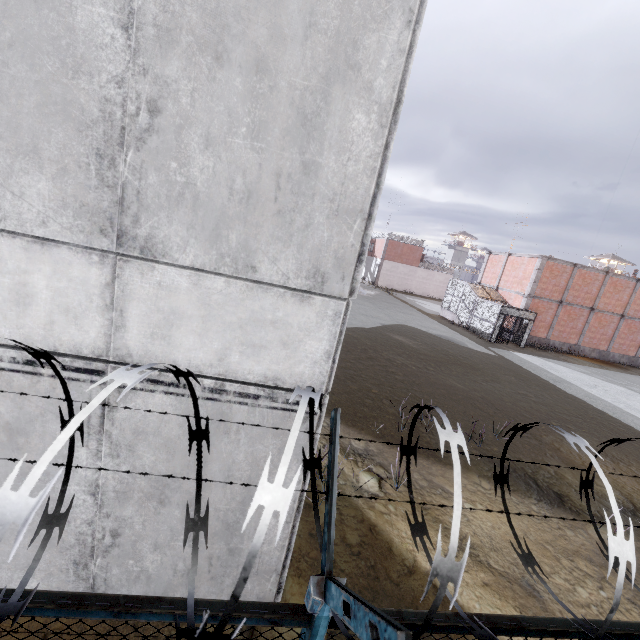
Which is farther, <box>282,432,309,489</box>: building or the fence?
<box>282,432,309,489</box>: building

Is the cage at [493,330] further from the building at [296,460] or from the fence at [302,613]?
the building at [296,460]

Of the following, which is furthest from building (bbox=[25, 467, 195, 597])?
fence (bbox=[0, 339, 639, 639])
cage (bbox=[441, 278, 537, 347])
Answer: cage (bbox=[441, 278, 537, 347])

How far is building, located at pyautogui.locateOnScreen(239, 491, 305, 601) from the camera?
3.5 meters

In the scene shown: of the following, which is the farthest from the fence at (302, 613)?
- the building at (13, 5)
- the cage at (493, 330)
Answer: the cage at (493, 330)

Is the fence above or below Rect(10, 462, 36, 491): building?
above

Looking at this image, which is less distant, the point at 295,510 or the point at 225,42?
the point at 225,42

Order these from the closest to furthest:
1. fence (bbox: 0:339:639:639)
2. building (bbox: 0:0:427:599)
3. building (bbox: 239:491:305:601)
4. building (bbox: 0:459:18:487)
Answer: fence (bbox: 0:339:639:639), building (bbox: 0:0:427:599), building (bbox: 0:459:18:487), building (bbox: 239:491:305:601)
